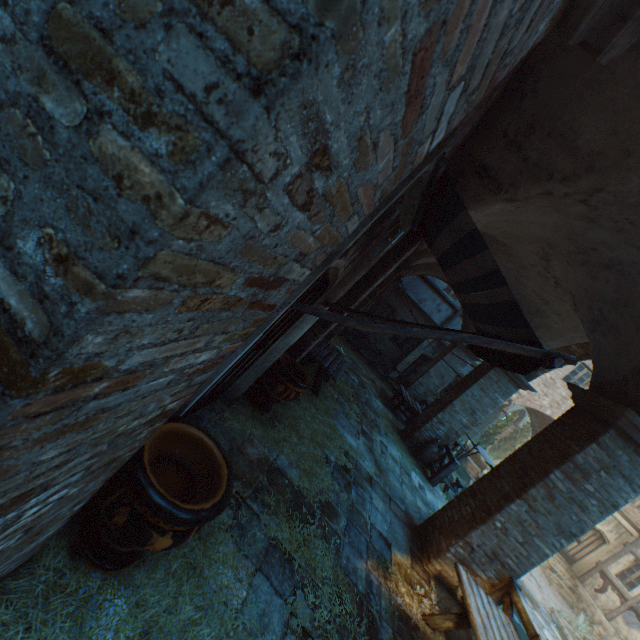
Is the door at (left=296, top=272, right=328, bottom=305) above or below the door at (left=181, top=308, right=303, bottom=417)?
above

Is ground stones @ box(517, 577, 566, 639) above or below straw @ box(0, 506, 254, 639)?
below

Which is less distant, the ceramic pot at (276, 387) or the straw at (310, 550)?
the straw at (310, 550)

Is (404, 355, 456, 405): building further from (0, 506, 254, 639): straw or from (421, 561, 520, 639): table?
(421, 561, 520, 639): table

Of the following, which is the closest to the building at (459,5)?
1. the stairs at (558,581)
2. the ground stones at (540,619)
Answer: the ground stones at (540,619)

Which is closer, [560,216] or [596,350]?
[560,216]

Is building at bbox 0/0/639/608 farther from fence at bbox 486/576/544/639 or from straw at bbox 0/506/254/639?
fence at bbox 486/576/544/639

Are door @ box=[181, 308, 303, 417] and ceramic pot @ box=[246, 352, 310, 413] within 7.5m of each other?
yes
